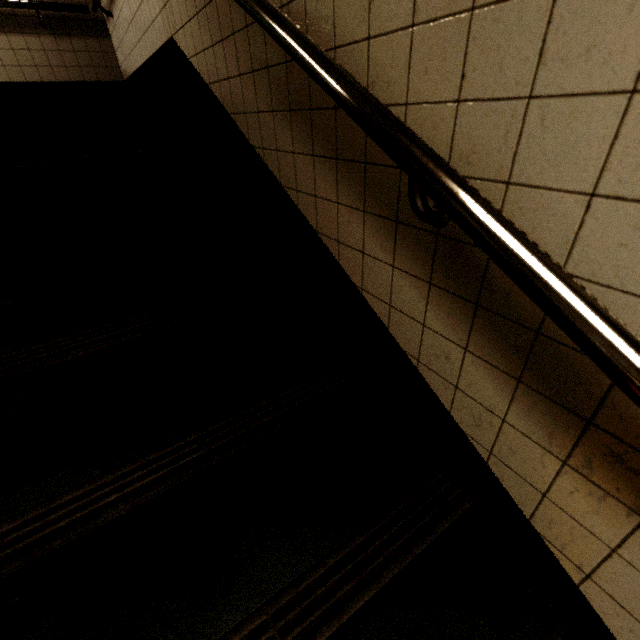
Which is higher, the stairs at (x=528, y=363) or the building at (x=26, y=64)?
the building at (x=26, y=64)

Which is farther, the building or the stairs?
the building

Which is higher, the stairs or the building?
the building

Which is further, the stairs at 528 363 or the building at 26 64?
the building at 26 64

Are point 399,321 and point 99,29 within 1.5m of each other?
no
